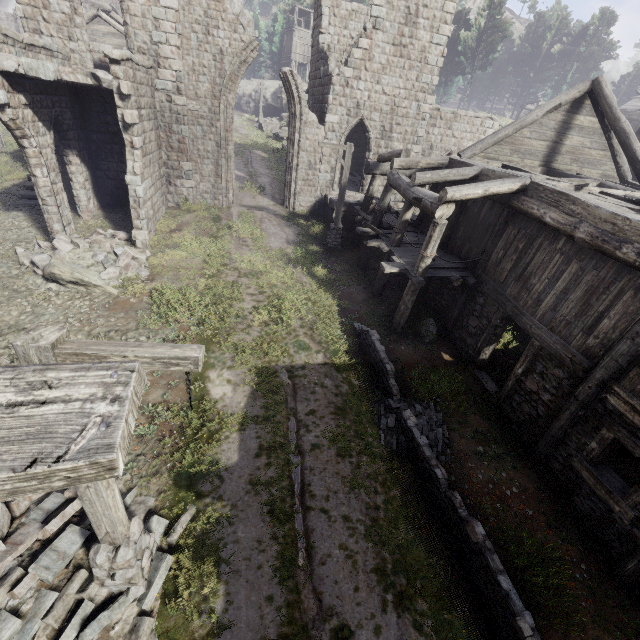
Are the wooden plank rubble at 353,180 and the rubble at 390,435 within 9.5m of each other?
no

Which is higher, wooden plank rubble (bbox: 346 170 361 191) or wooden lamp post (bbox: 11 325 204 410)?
wooden lamp post (bbox: 11 325 204 410)

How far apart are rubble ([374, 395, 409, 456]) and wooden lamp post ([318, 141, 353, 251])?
8.72m

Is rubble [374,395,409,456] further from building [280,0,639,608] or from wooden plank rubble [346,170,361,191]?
wooden plank rubble [346,170,361,191]

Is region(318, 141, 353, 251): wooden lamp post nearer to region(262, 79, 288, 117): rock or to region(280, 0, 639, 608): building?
region(280, 0, 639, 608): building

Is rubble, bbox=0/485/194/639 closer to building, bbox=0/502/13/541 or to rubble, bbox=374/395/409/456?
building, bbox=0/502/13/541

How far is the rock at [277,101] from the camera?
44.4 meters

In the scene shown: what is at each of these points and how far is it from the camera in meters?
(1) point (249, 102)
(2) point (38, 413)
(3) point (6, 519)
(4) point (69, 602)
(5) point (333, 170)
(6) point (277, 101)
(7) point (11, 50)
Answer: (1) rock, 48.9 m
(2) wooden plank rubble, 1.1 m
(3) building, 5.1 m
(4) rubble, 4.6 m
(5) building, 18.9 m
(6) rock, 45.6 m
(7) building, 10.2 m
